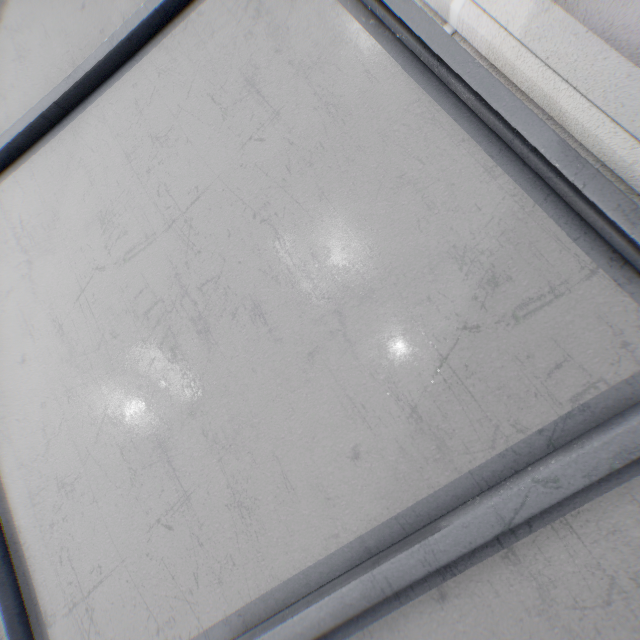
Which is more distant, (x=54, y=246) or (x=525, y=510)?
(x=54, y=246)
